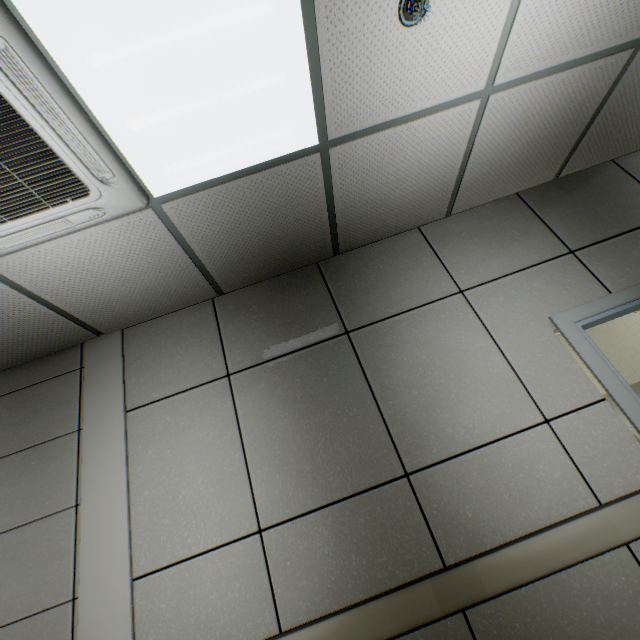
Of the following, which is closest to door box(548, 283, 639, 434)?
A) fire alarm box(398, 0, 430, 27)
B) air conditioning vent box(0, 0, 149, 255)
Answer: fire alarm box(398, 0, 430, 27)

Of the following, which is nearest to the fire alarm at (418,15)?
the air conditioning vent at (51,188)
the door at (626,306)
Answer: the air conditioning vent at (51,188)

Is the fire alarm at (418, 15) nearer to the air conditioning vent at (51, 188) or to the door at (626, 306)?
the air conditioning vent at (51, 188)

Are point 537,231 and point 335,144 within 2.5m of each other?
yes

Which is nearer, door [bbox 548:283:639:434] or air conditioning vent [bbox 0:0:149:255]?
air conditioning vent [bbox 0:0:149:255]

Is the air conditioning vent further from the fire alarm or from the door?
the door
